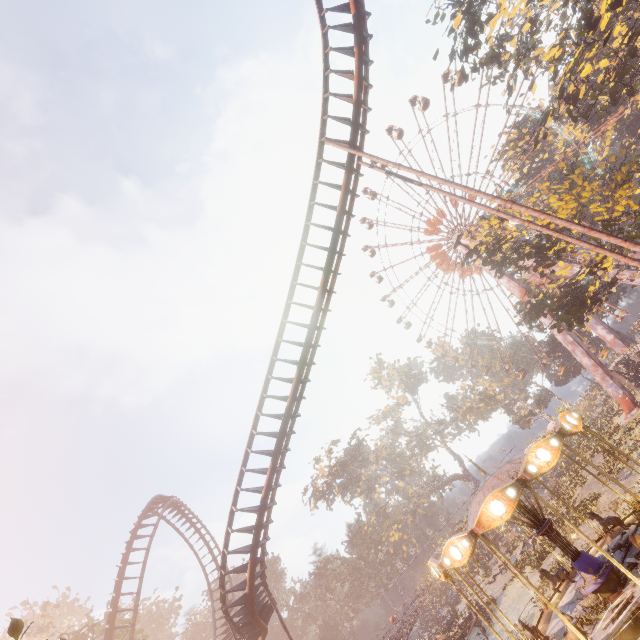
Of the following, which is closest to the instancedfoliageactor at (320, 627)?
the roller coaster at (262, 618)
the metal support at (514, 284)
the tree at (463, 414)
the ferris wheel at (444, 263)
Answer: the roller coaster at (262, 618)

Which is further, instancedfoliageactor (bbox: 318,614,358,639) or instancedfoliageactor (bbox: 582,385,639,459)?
instancedfoliageactor (bbox: 318,614,358,639)

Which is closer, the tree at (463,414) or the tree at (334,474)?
the tree at (334,474)

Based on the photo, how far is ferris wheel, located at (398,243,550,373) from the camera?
45.7m

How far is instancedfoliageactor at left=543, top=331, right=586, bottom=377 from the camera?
48.44m

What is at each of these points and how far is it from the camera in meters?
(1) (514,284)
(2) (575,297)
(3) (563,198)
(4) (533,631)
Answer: (1) metal support, 41.2 m
(2) tree, 22.8 m
(3) tree, 29.2 m
(4) horse, 10.6 m

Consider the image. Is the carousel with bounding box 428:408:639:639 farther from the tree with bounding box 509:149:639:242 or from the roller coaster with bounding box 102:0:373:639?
the tree with bounding box 509:149:639:242

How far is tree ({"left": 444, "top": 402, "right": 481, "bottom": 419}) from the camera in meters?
52.3
